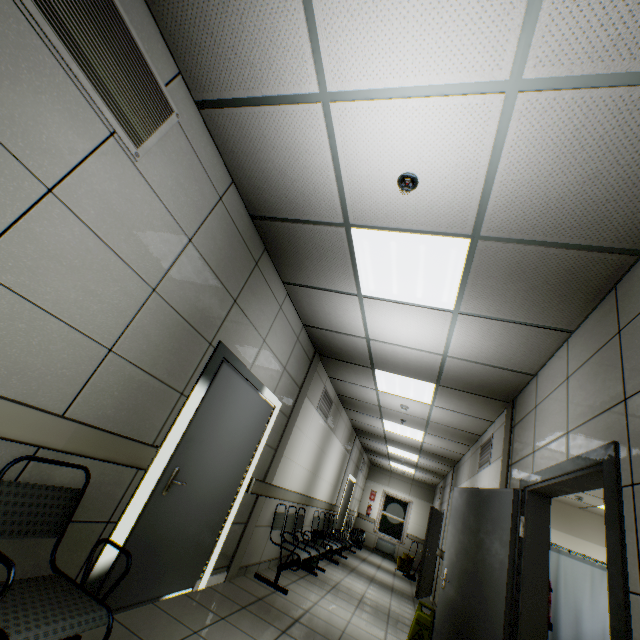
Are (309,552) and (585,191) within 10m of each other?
yes

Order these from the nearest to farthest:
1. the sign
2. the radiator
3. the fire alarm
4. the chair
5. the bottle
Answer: the chair
the fire alarm
the sign
the bottle
the radiator

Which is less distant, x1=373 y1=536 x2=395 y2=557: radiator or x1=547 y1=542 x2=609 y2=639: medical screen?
x1=547 y1=542 x2=609 y2=639: medical screen

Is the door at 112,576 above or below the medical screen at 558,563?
below

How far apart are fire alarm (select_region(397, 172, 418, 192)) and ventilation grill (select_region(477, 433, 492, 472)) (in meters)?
4.65

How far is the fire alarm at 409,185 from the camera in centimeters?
213cm

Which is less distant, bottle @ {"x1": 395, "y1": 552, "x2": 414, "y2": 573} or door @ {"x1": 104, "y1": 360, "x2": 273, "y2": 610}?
door @ {"x1": 104, "y1": 360, "x2": 273, "y2": 610}

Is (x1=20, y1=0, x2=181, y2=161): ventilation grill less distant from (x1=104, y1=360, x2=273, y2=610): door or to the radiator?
(x1=104, y1=360, x2=273, y2=610): door
